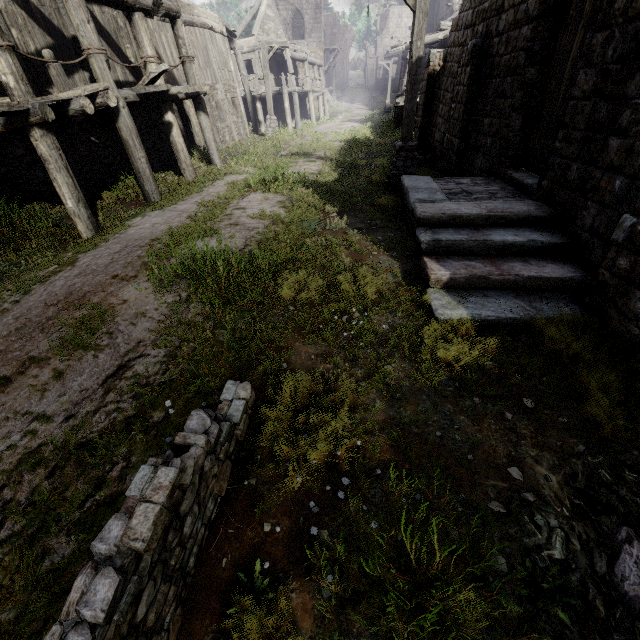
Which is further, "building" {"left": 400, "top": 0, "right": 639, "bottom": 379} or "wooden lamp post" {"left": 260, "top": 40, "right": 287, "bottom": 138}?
"wooden lamp post" {"left": 260, "top": 40, "right": 287, "bottom": 138}

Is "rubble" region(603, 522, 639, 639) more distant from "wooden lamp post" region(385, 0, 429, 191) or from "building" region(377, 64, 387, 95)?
"wooden lamp post" region(385, 0, 429, 191)

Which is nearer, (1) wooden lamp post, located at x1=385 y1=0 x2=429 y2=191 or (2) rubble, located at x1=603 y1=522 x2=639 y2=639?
(2) rubble, located at x1=603 y1=522 x2=639 y2=639

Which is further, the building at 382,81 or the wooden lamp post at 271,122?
the building at 382,81

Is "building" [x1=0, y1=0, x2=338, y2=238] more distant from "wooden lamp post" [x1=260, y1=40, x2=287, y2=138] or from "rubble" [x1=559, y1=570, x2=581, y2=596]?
"wooden lamp post" [x1=260, y1=40, x2=287, y2=138]

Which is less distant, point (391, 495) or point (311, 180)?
point (391, 495)

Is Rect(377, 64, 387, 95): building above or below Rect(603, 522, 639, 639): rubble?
above

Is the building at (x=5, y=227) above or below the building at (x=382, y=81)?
below
